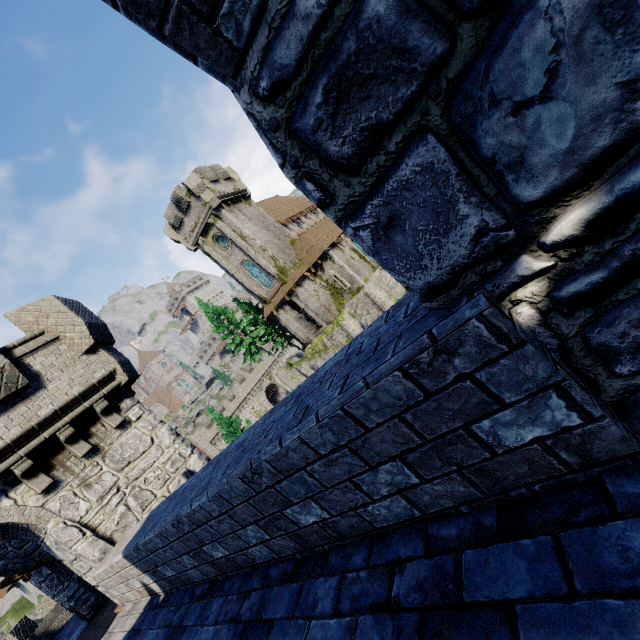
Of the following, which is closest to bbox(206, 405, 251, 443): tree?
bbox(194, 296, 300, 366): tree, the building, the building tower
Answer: bbox(194, 296, 300, 366): tree

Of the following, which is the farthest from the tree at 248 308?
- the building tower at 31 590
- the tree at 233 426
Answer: the building tower at 31 590

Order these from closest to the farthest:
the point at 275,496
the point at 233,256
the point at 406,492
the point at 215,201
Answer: the point at 406,492, the point at 275,496, the point at 215,201, the point at 233,256

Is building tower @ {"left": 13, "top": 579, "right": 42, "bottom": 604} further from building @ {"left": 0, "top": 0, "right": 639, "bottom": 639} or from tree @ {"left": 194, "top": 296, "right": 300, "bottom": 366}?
building @ {"left": 0, "top": 0, "right": 639, "bottom": 639}

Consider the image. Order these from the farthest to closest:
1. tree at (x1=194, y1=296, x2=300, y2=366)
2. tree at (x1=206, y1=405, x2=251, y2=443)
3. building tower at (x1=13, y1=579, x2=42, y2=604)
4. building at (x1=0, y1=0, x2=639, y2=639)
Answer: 1. tree at (x1=194, y1=296, x2=300, y2=366)
2. building tower at (x1=13, y1=579, x2=42, y2=604)
3. tree at (x1=206, y1=405, x2=251, y2=443)
4. building at (x1=0, y1=0, x2=639, y2=639)

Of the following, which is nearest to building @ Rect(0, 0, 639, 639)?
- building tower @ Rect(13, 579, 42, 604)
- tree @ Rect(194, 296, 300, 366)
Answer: tree @ Rect(194, 296, 300, 366)

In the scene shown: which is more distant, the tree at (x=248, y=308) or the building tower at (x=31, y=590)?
the tree at (x=248, y=308)

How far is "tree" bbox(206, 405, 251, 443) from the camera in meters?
29.5
